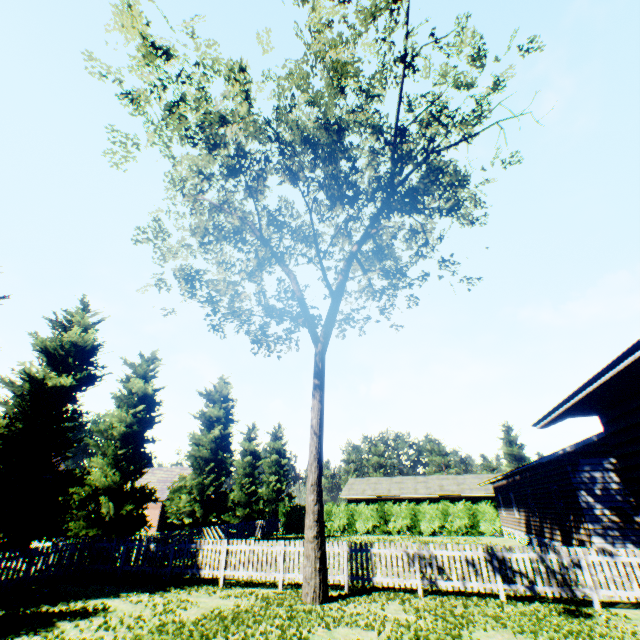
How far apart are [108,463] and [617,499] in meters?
25.6 m

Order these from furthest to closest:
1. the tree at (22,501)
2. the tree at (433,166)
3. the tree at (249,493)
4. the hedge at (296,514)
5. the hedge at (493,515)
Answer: the hedge at (296,514) → the hedge at (493,515) → the tree at (249,493) → the tree at (22,501) → the tree at (433,166)

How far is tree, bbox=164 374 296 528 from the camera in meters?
26.0

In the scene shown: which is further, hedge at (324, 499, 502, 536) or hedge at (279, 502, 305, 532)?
hedge at (279, 502, 305, 532)

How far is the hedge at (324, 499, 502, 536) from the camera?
31.0m

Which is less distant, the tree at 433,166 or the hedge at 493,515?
the tree at 433,166

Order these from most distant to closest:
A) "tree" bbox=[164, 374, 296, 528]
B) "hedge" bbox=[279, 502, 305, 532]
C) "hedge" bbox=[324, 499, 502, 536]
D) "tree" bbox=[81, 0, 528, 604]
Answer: "hedge" bbox=[279, 502, 305, 532], "hedge" bbox=[324, 499, 502, 536], "tree" bbox=[164, 374, 296, 528], "tree" bbox=[81, 0, 528, 604]
